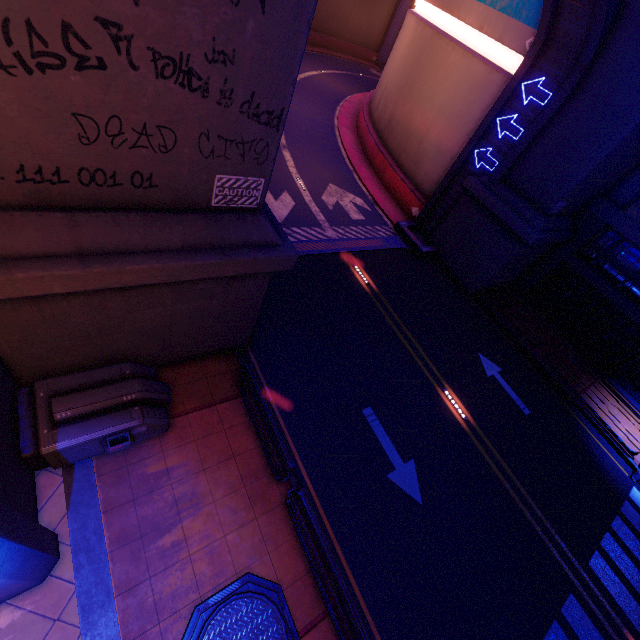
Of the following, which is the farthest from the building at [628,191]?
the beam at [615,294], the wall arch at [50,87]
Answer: the beam at [615,294]

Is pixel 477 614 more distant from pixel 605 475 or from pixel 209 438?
pixel 605 475

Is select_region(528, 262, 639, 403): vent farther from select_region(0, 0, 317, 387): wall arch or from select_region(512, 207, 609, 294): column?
select_region(0, 0, 317, 387): wall arch

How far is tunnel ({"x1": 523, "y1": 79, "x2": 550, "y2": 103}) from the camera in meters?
12.9 m

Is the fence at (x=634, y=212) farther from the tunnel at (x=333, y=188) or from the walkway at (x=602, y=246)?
the tunnel at (x=333, y=188)

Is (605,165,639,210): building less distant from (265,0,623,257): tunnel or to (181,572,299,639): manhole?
(265,0,623,257): tunnel

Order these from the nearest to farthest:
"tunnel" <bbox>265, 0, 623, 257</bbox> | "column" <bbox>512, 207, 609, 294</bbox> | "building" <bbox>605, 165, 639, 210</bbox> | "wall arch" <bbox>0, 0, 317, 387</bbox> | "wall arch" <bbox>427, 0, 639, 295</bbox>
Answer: "wall arch" <bbox>0, 0, 317, 387</bbox>, "wall arch" <bbox>427, 0, 639, 295</bbox>, "tunnel" <bbox>265, 0, 623, 257</bbox>, "building" <bbox>605, 165, 639, 210</bbox>, "column" <bbox>512, 207, 609, 294</bbox>
